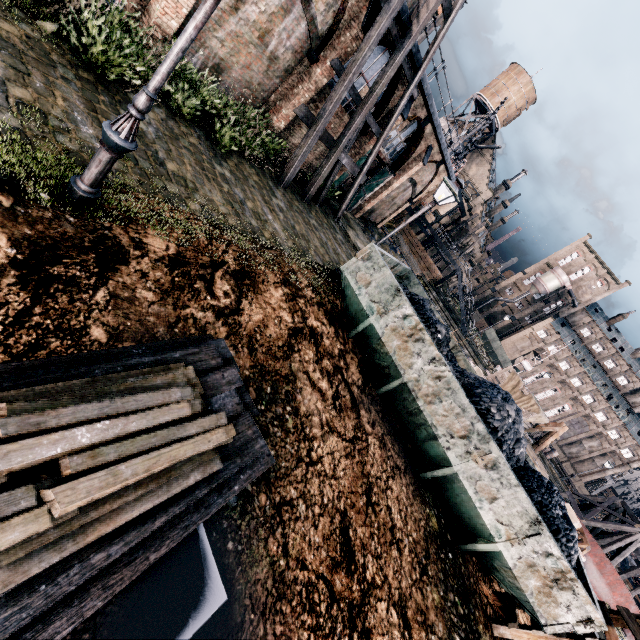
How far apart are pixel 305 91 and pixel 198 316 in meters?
13.6

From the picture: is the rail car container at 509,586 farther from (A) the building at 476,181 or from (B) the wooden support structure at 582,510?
(A) the building at 476,181

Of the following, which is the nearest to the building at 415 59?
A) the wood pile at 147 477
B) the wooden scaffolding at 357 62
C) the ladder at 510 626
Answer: the wooden scaffolding at 357 62

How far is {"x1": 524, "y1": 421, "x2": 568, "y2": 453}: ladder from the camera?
22.36m

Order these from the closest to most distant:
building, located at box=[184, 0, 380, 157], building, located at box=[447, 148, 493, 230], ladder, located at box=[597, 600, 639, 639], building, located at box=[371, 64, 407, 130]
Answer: ladder, located at box=[597, 600, 639, 639], building, located at box=[184, 0, 380, 157], building, located at box=[371, 64, 407, 130], building, located at box=[447, 148, 493, 230]

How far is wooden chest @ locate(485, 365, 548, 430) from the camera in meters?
20.1

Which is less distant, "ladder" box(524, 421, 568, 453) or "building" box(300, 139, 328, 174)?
"building" box(300, 139, 328, 174)

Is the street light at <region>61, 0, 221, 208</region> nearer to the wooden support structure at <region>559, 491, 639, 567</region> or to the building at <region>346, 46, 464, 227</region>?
the building at <region>346, 46, 464, 227</region>
